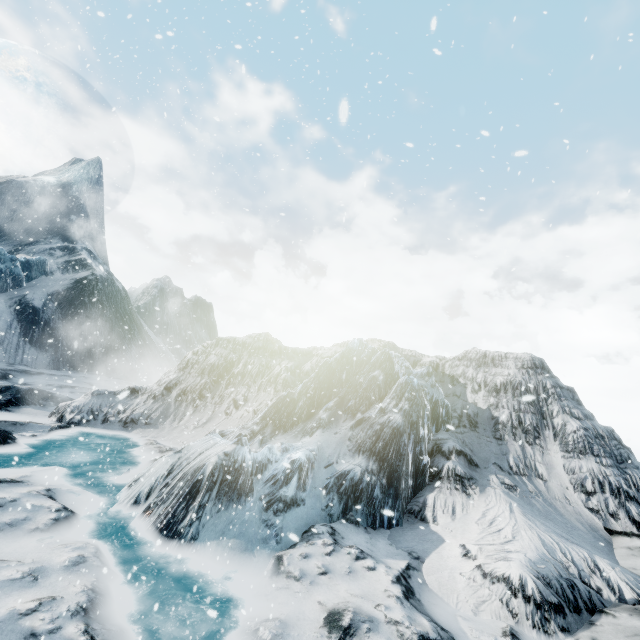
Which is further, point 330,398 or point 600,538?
point 330,398
